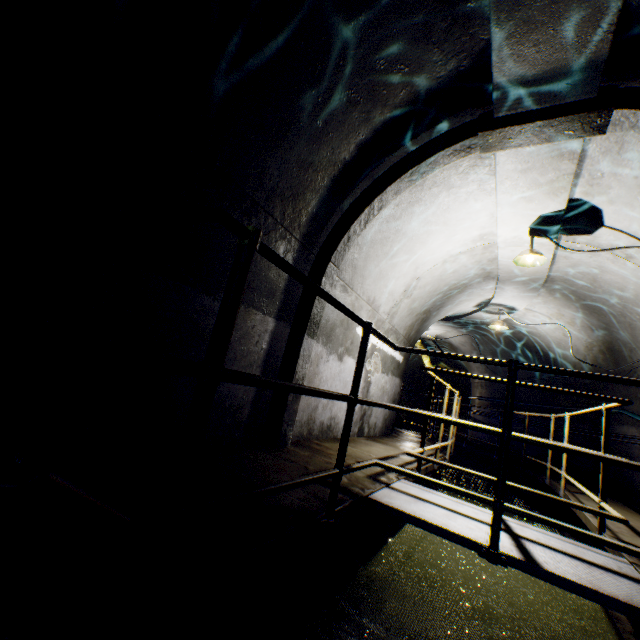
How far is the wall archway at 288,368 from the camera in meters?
3.6

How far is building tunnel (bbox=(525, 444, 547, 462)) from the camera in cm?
891

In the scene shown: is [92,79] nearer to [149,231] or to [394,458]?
[149,231]

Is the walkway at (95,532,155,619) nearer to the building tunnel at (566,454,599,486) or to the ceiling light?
the building tunnel at (566,454,599,486)

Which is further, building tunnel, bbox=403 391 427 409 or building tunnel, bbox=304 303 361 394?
building tunnel, bbox=403 391 427 409

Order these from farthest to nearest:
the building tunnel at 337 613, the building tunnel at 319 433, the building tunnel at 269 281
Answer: the building tunnel at 319 433 → the building tunnel at 269 281 → the building tunnel at 337 613

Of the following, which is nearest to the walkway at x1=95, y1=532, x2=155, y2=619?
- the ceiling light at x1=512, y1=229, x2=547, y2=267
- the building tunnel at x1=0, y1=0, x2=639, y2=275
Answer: the building tunnel at x1=0, y1=0, x2=639, y2=275

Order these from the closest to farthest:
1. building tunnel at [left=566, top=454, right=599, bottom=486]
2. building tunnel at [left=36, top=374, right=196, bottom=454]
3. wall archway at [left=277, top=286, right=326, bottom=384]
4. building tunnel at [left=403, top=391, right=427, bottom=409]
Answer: building tunnel at [left=36, top=374, right=196, bottom=454]
wall archway at [left=277, top=286, right=326, bottom=384]
building tunnel at [left=566, top=454, right=599, bottom=486]
building tunnel at [left=403, top=391, right=427, bottom=409]
